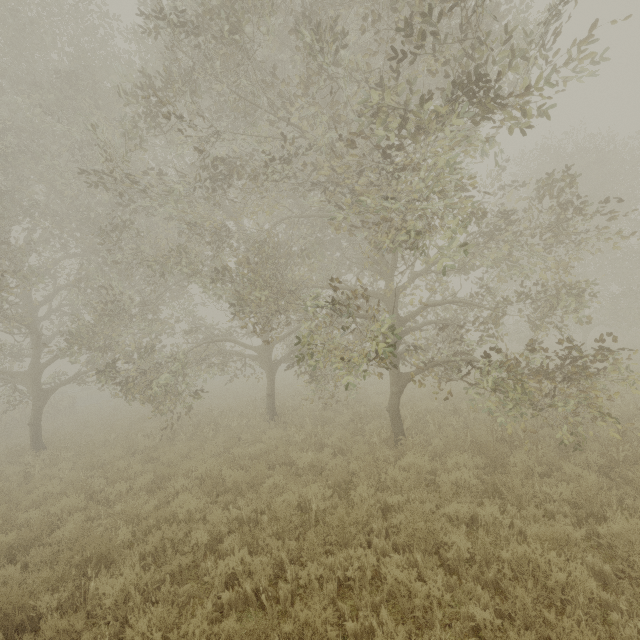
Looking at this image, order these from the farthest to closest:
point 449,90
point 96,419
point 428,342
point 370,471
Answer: point 428,342 < point 96,419 < point 370,471 < point 449,90
